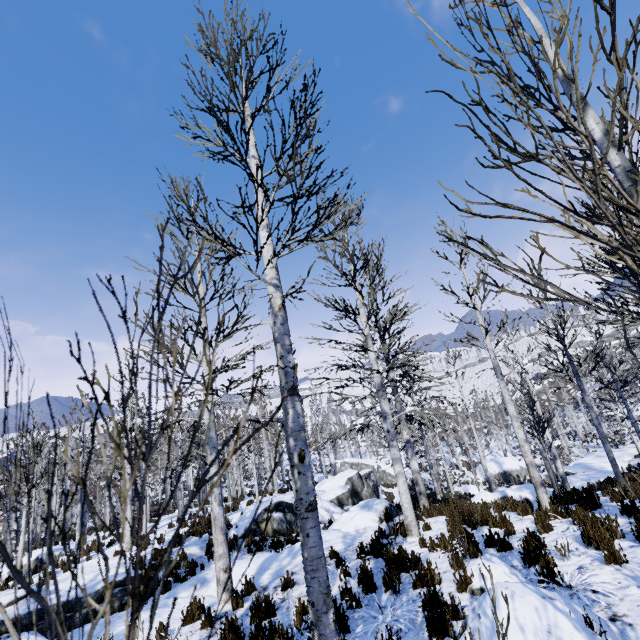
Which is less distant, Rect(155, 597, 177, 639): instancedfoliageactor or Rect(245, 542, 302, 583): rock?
Rect(155, 597, 177, 639): instancedfoliageactor

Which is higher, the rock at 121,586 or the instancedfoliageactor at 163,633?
the instancedfoliageactor at 163,633

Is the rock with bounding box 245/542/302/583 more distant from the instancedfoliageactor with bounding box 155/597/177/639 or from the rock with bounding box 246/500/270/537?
the rock with bounding box 246/500/270/537

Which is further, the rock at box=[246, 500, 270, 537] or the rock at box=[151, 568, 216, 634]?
the rock at box=[246, 500, 270, 537]

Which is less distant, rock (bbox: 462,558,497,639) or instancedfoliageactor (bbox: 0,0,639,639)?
instancedfoliageactor (bbox: 0,0,639,639)

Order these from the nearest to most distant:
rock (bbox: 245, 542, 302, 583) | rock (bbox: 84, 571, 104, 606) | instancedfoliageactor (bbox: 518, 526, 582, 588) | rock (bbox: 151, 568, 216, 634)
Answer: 1. instancedfoliageactor (bbox: 518, 526, 582, 588)
2. rock (bbox: 151, 568, 216, 634)
3. rock (bbox: 245, 542, 302, 583)
4. rock (bbox: 84, 571, 104, 606)

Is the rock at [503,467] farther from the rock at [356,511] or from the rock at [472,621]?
the rock at [472,621]

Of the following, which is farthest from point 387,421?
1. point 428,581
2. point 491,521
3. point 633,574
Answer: point 633,574
